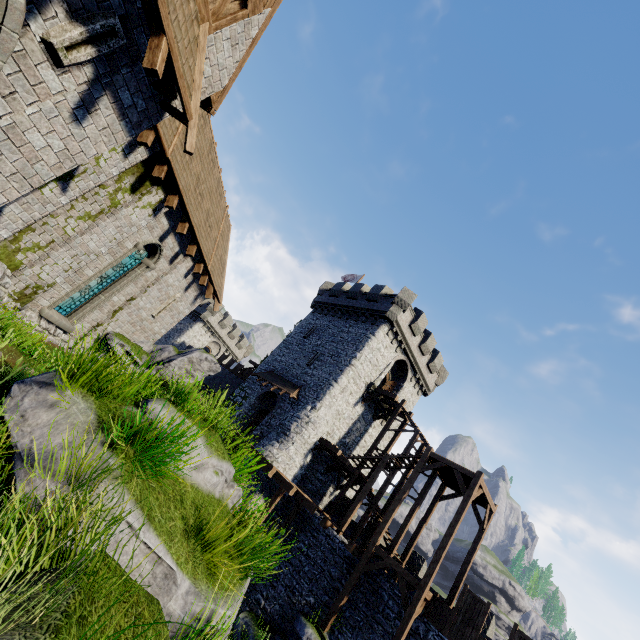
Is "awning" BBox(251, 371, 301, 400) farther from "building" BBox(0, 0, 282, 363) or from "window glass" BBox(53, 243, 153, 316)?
"window glass" BBox(53, 243, 153, 316)

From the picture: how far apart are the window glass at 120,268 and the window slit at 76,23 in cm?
774

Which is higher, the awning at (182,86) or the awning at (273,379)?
the awning at (273,379)

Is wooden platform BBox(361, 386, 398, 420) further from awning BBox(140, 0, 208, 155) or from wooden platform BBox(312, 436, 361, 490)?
awning BBox(140, 0, 208, 155)

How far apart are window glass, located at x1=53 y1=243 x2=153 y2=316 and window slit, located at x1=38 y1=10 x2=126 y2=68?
7.7 meters

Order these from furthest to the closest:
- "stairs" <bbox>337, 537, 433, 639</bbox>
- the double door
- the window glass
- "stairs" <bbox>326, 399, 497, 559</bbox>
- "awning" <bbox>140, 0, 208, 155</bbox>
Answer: "stairs" <bbox>326, 399, 497, 559</bbox>, "stairs" <bbox>337, 537, 433, 639</bbox>, the window glass, "awning" <bbox>140, 0, 208, 155</bbox>, the double door

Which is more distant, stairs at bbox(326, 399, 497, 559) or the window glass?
stairs at bbox(326, 399, 497, 559)

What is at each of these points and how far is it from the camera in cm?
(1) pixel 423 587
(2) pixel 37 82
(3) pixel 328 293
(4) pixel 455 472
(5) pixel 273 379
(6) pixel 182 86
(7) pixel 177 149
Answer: (1) stairs, 1442
(2) double door, 426
(3) building, 3325
(4) stairs, 1744
(5) awning, 2677
(6) awning, 500
(7) building, 995
